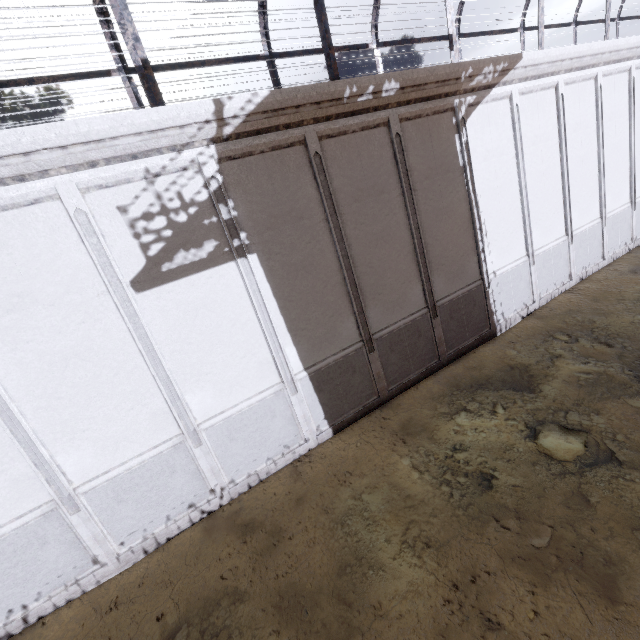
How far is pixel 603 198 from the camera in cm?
1329
